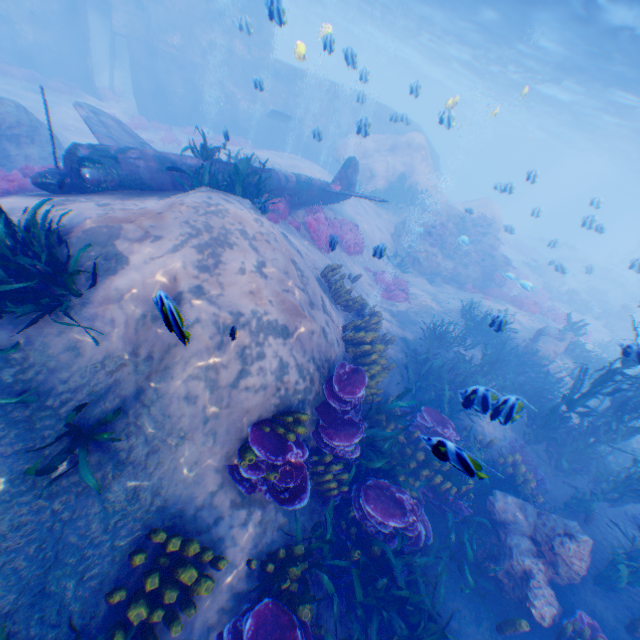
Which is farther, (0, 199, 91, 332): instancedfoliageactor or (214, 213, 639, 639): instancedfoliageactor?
(214, 213, 639, 639): instancedfoliageactor

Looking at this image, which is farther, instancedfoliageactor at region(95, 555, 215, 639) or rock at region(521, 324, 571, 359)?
rock at region(521, 324, 571, 359)

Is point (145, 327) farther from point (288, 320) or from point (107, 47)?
point (107, 47)

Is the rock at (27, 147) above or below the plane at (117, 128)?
below

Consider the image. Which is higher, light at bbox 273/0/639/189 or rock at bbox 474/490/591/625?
light at bbox 273/0/639/189

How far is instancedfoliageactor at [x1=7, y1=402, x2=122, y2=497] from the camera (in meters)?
3.60

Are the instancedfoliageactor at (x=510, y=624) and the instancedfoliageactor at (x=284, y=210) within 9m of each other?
no

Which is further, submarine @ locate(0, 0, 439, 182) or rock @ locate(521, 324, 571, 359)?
submarine @ locate(0, 0, 439, 182)
